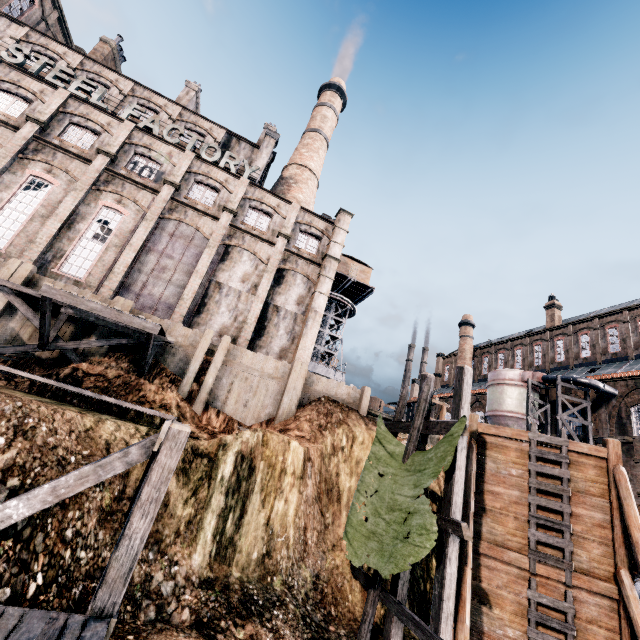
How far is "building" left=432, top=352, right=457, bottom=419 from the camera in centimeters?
4856cm

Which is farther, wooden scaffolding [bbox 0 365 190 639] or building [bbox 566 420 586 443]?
building [bbox 566 420 586 443]

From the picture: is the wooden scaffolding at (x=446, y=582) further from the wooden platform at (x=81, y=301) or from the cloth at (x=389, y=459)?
the wooden platform at (x=81, y=301)

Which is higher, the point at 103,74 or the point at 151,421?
the point at 103,74

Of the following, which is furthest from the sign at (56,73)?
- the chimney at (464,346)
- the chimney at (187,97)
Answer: the chimney at (464,346)

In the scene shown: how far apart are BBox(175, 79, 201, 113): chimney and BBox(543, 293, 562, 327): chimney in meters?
52.7

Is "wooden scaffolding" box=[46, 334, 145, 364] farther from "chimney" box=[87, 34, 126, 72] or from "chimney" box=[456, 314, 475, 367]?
"chimney" box=[456, 314, 475, 367]

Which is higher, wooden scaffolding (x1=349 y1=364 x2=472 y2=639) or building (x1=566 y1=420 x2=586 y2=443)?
building (x1=566 y1=420 x2=586 y2=443)
